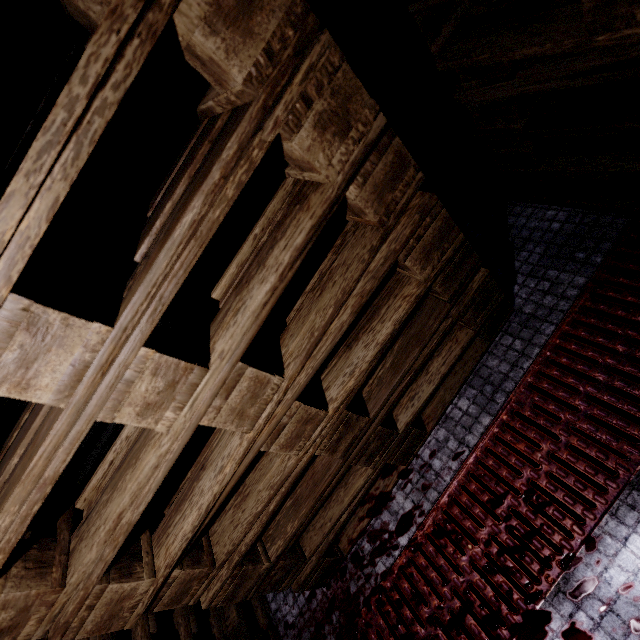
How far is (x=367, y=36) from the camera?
1.5 meters
